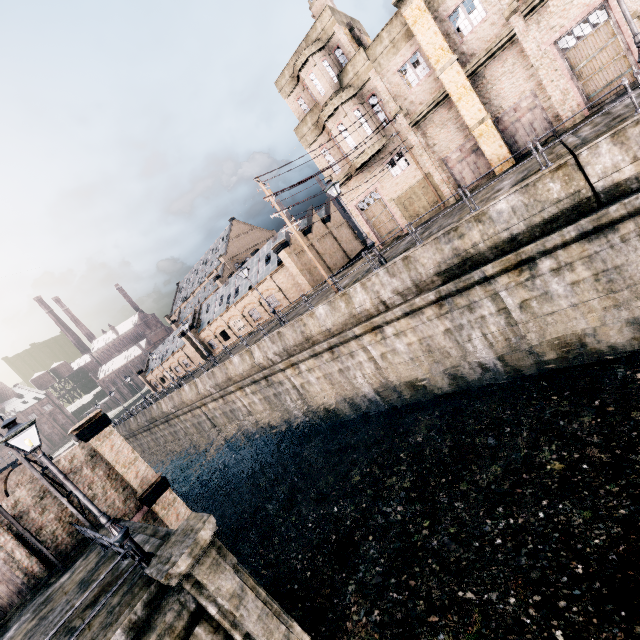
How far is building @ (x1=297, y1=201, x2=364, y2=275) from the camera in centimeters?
4012cm

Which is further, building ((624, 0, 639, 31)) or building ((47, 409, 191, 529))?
building ((47, 409, 191, 529))

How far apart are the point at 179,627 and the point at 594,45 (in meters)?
30.69

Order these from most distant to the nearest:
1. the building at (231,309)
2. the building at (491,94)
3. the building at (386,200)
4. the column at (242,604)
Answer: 1. the building at (231,309)
2. the building at (386,200)
3. the building at (491,94)
4. the column at (242,604)

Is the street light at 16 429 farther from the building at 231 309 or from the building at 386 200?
the building at 231 309

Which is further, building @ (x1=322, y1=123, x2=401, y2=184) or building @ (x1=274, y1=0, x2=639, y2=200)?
building @ (x1=322, y1=123, x2=401, y2=184)

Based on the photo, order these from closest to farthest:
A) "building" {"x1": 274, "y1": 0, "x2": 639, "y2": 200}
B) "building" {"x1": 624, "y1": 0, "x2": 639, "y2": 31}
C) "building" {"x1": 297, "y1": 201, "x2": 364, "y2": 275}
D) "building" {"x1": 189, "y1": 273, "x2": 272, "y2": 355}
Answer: "building" {"x1": 624, "y1": 0, "x2": 639, "y2": 31}, "building" {"x1": 274, "y1": 0, "x2": 639, "y2": 200}, "building" {"x1": 297, "y1": 201, "x2": 364, "y2": 275}, "building" {"x1": 189, "y1": 273, "x2": 272, "y2": 355}
